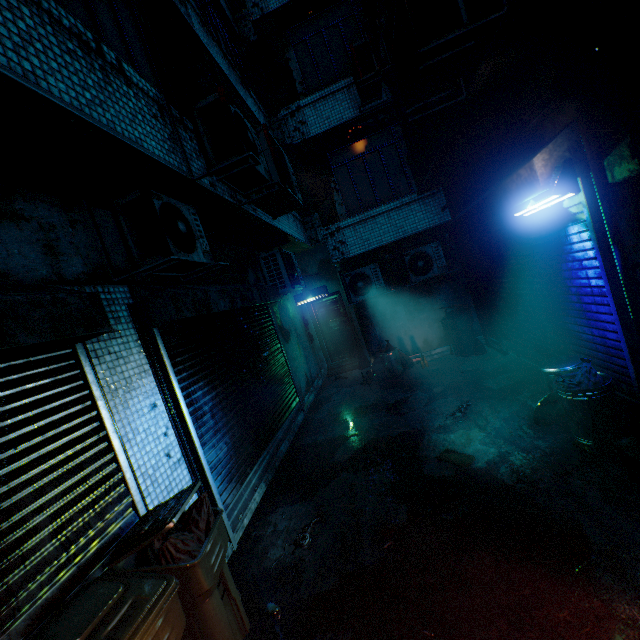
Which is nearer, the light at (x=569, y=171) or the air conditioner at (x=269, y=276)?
the light at (x=569, y=171)

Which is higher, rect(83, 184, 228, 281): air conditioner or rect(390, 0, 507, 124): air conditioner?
rect(390, 0, 507, 124): air conditioner

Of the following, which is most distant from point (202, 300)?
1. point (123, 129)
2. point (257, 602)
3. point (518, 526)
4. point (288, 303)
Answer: point (288, 303)

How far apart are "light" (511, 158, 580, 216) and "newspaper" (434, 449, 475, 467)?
2.73m

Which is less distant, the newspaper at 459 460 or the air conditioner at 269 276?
the newspaper at 459 460

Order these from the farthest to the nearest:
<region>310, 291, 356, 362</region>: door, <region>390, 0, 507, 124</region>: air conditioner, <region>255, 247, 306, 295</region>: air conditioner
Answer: → <region>310, 291, 356, 362</region>: door → <region>255, 247, 306, 295</region>: air conditioner → <region>390, 0, 507, 124</region>: air conditioner

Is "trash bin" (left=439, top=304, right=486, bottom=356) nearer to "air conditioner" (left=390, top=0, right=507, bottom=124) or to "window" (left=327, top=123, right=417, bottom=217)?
"window" (left=327, top=123, right=417, bottom=217)

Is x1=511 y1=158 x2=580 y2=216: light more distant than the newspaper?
No
